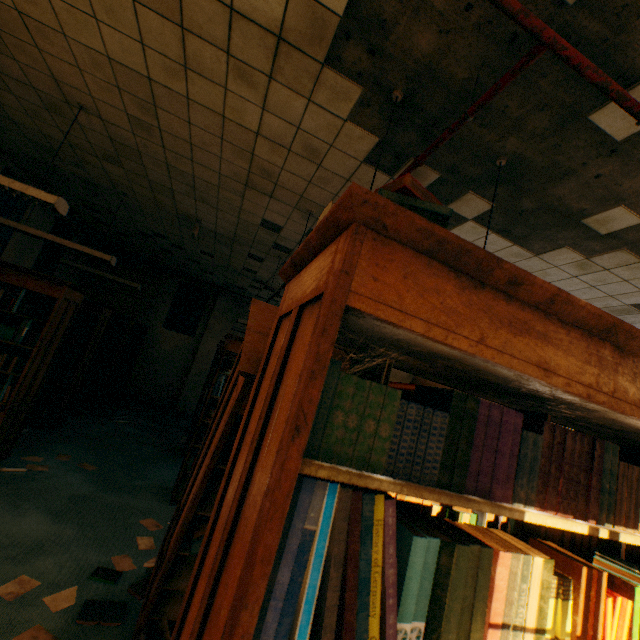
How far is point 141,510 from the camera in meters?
3.6

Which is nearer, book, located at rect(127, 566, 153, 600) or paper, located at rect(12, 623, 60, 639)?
paper, located at rect(12, 623, 60, 639)

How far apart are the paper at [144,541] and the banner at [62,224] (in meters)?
6.54

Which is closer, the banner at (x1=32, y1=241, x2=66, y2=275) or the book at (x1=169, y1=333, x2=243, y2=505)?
the book at (x1=169, y1=333, x2=243, y2=505)

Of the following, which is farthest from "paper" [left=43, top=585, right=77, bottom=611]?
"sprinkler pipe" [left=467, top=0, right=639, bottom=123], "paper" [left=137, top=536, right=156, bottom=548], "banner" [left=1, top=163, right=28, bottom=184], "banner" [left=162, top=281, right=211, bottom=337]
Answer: "banner" [left=162, top=281, right=211, bottom=337]

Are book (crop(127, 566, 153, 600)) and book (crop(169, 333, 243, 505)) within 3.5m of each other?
yes

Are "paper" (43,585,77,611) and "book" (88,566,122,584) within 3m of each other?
yes

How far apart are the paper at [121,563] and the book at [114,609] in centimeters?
39cm
